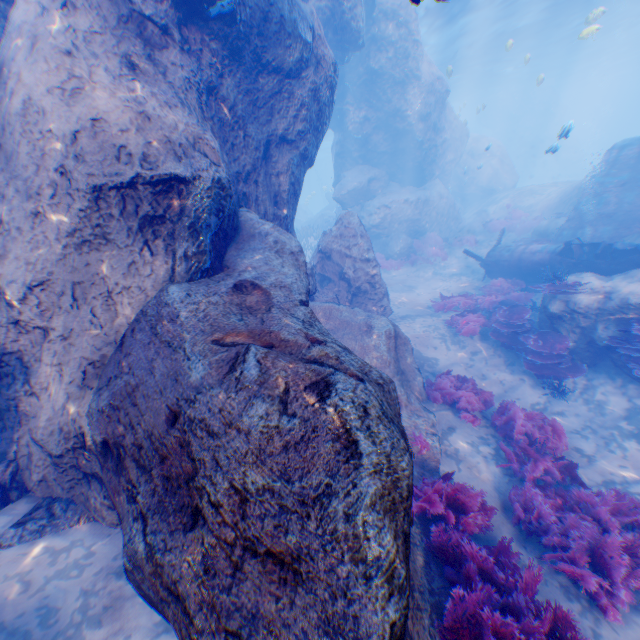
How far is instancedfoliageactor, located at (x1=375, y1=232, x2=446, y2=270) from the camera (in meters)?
17.72

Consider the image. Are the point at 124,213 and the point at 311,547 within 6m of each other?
yes

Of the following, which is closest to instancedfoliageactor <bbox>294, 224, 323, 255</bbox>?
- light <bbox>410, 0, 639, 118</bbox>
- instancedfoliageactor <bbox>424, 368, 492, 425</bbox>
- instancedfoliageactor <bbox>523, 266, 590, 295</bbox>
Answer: light <bbox>410, 0, 639, 118</bbox>

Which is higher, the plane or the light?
the light

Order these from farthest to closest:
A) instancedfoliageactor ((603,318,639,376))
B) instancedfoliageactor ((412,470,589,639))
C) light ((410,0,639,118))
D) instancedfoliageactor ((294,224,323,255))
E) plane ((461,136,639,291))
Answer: instancedfoliageactor ((294,224,323,255)) < light ((410,0,639,118)) < plane ((461,136,639,291)) < instancedfoliageactor ((603,318,639,376)) < instancedfoliageactor ((412,470,589,639))

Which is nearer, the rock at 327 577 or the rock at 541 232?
the rock at 327 577

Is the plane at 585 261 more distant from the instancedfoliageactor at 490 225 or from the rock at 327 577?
the instancedfoliageactor at 490 225

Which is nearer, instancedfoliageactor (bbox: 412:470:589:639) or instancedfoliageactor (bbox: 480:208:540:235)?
instancedfoliageactor (bbox: 412:470:589:639)
